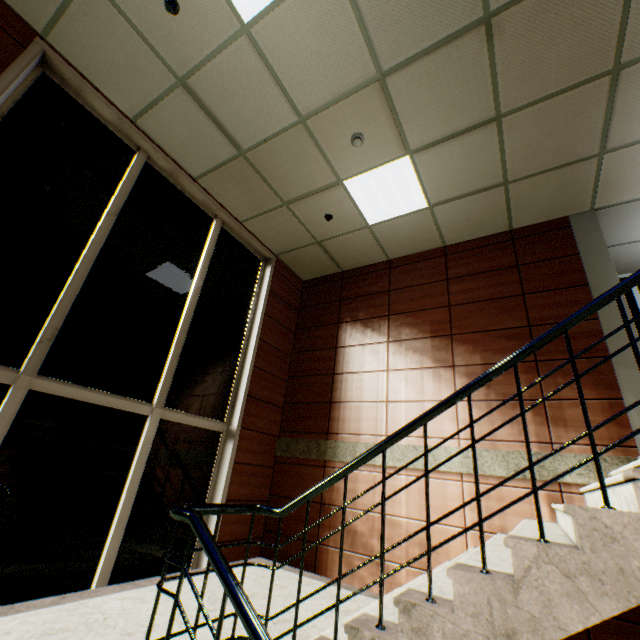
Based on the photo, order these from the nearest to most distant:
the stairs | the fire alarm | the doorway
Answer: the stairs, the fire alarm, the doorway

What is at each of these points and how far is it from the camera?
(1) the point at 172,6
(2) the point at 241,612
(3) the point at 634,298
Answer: (1) fire alarm, 3.01m
(2) stairs, 1.31m
(3) doorway, 5.51m

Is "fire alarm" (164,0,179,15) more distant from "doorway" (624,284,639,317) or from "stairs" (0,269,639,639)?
"doorway" (624,284,639,317)

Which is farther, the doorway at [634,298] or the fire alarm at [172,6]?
the doorway at [634,298]

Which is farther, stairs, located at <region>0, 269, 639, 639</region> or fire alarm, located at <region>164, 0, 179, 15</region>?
fire alarm, located at <region>164, 0, 179, 15</region>

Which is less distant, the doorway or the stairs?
the stairs

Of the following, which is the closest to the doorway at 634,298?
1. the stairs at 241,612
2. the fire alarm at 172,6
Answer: the stairs at 241,612

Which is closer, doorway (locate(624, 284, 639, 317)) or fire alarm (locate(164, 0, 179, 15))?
fire alarm (locate(164, 0, 179, 15))
